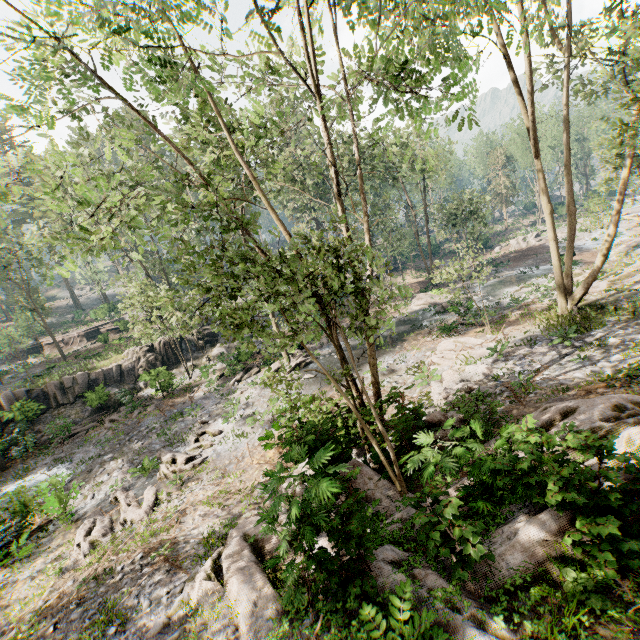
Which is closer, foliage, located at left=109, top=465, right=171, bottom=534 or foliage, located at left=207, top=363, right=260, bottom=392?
foliage, located at left=109, top=465, right=171, bottom=534

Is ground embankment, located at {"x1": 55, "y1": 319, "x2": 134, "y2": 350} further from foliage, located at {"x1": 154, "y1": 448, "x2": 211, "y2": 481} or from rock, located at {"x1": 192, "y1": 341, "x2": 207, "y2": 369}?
rock, located at {"x1": 192, "y1": 341, "x2": 207, "y2": 369}

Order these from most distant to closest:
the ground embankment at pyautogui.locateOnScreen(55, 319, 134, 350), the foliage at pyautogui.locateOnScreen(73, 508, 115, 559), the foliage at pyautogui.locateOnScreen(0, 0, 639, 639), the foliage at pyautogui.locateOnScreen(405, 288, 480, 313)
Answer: the ground embankment at pyautogui.locateOnScreen(55, 319, 134, 350)
the foliage at pyautogui.locateOnScreen(405, 288, 480, 313)
the foliage at pyautogui.locateOnScreen(73, 508, 115, 559)
the foliage at pyautogui.locateOnScreen(0, 0, 639, 639)

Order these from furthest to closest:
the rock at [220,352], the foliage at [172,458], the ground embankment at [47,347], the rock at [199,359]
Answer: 1. the ground embankment at [47,347]
2. the rock at [220,352]
3. the rock at [199,359]
4. the foliage at [172,458]

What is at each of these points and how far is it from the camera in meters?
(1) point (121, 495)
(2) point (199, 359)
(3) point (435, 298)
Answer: (1) foliage, 14.7 m
(2) rock, 32.2 m
(3) foliage, 31.9 m

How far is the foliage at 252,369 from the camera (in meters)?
24.70

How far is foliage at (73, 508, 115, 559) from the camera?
11.68m

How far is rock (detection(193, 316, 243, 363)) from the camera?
32.5m
